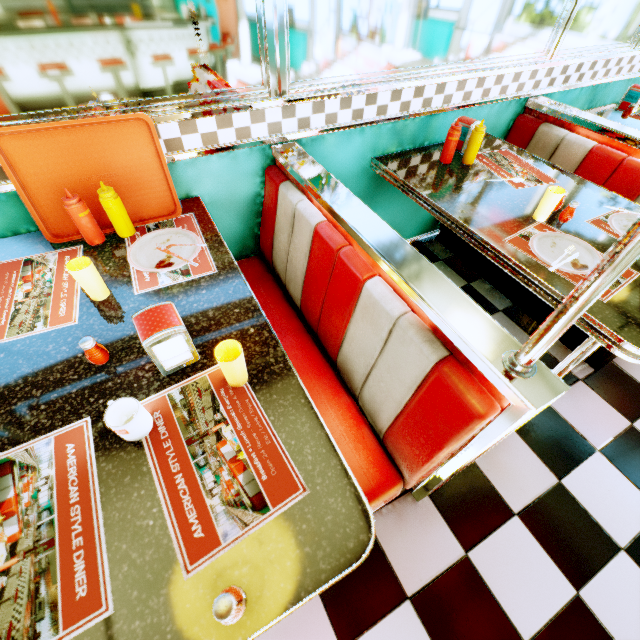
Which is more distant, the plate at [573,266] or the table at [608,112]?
the table at [608,112]

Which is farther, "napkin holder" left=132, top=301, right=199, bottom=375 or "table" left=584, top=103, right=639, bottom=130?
"table" left=584, top=103, right=639, bottom=130

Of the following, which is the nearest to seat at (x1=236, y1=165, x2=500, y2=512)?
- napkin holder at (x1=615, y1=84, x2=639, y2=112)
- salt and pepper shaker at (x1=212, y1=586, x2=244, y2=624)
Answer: salt and pepper shaker at (x1=212, y1=586, x2=244, y2=624)

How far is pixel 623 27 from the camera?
2.34m

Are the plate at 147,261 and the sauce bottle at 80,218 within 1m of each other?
yes

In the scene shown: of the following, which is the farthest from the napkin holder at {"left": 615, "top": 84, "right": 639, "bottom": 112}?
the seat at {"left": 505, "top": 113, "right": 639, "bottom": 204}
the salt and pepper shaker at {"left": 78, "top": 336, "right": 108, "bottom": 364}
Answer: the salt and pepper shaker at {"left": 78, "top": 336, "right": 108, "bottom": 364}

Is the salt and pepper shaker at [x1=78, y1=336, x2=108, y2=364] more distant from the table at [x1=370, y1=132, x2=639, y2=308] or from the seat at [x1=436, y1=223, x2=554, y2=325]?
the seat at [x1=436, y1=223, x2=554, y2=325]

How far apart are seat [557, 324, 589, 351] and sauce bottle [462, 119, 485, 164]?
0.63m
